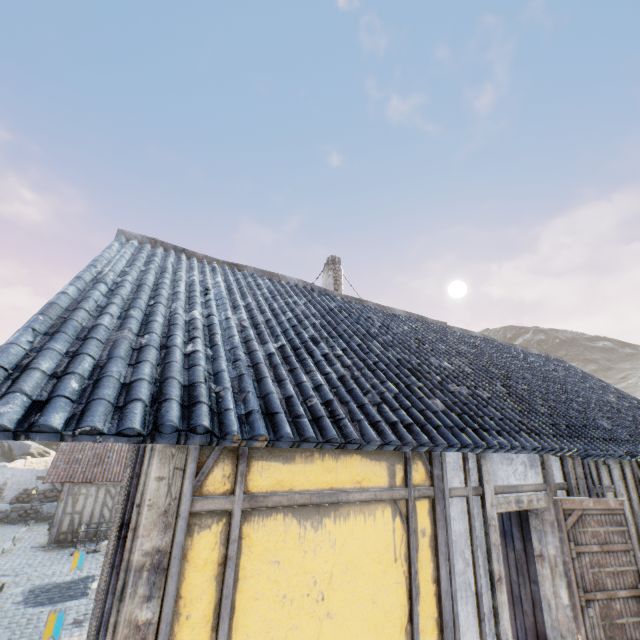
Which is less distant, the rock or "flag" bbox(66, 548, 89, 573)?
"flag" bbox(66, 548, 89, 573)

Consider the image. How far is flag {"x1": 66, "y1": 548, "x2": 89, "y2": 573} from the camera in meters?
8.4

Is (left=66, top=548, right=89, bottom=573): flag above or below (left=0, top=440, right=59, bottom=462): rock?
below

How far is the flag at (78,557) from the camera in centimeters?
842cm

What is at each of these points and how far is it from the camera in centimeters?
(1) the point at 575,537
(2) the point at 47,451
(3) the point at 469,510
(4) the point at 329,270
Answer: (1) door, 415cm
(2) rock, 2997cm
(3) building, 359cm
(4) chimney, 1162cm

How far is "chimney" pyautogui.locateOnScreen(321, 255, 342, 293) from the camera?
11.4m

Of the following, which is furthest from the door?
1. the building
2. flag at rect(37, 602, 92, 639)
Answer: flag at rect(37, 602, 92, 639)

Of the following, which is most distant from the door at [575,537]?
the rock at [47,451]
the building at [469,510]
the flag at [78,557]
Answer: the flag at [78,557]
